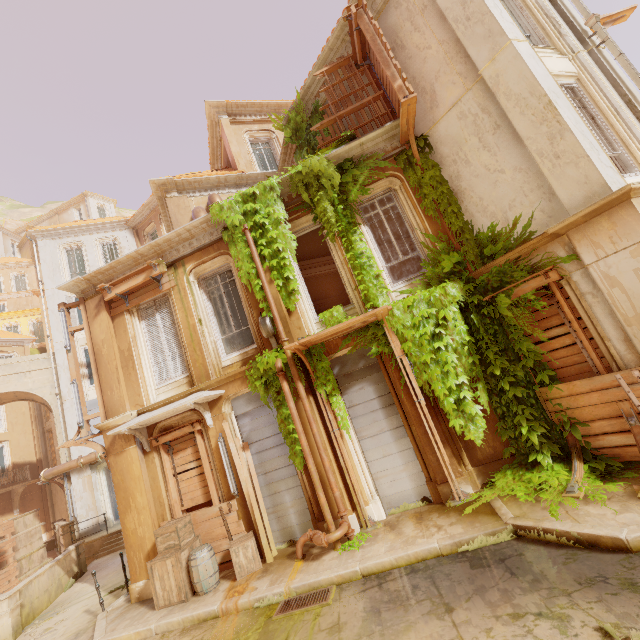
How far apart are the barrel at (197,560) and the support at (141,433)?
2.9m

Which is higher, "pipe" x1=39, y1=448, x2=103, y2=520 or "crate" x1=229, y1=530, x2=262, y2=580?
"pipe" x1=39, y1=448, x2=103, y2=520

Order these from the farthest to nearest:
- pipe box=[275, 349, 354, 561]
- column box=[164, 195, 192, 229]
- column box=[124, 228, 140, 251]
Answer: column box=[124, 228, 140, 251]
column box=[164, 195, 192, 229]
pipe box=[275, 349, 354, 561]

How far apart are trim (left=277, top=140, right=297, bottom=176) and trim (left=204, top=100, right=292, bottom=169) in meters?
3.3

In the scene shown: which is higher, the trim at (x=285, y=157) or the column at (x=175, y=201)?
the trim at (x=285, y=157)

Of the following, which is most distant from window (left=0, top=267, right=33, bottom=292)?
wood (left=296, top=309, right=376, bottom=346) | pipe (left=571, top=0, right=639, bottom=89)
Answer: pipe (left=571, top=0, right=639, bottom=89)

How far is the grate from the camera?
5.4 meters

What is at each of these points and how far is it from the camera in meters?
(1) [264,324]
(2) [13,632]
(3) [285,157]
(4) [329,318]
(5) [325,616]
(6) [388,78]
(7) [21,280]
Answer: (1) lamp, 8.1
(2) column, 8.9
(3) trim, 13.3
(4) plant, 8.6
(5) building, 5.1
(6) wood, 7.7
(7) window, 39.3
